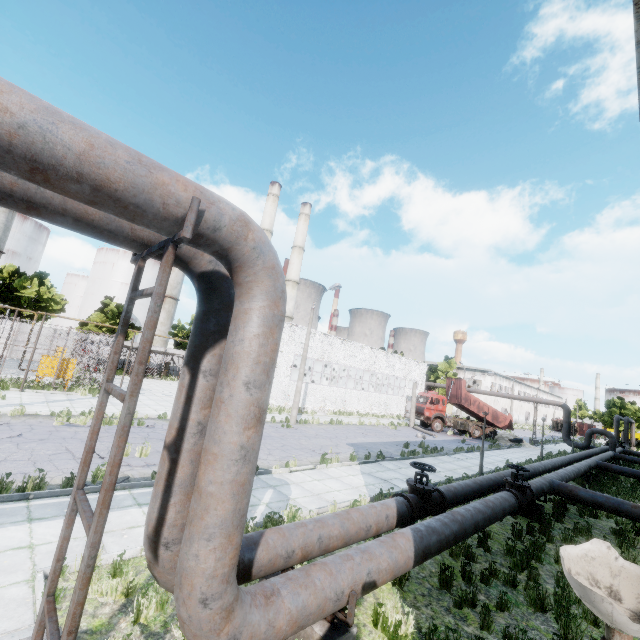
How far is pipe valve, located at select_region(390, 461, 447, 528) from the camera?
7.36m

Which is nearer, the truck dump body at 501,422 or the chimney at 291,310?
the truck dump body at 501,422

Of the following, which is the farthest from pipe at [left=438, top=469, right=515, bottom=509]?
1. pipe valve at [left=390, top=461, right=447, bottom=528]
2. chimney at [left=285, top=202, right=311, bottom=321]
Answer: chimney at [left=285, top=202, right=311, bottom=321]

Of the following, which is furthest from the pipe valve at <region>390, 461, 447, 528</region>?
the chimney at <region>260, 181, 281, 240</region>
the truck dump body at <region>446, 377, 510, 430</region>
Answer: the chimney at <region>260, 181, 281, 240</region>

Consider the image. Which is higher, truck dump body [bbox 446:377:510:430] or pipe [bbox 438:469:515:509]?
truck dump body [bbox 446:377:510:430]

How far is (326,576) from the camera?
4.2m

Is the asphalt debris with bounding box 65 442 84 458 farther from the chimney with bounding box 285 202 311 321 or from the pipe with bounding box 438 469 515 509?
the chimney with bounding box 285 202 311 321

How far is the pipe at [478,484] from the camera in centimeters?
889cm
